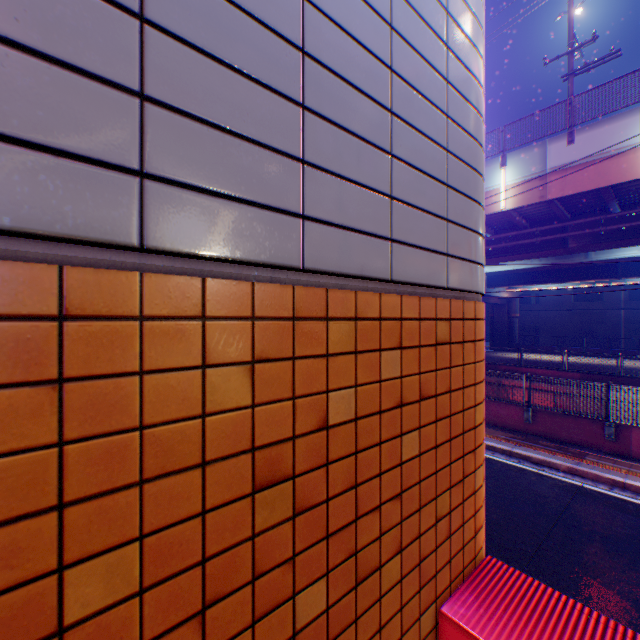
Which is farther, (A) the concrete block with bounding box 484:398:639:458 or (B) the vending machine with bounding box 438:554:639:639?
(A) the concrete block with bounding box 484:398:639:458

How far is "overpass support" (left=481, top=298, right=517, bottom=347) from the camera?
41.66m

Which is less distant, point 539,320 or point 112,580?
point 112,580

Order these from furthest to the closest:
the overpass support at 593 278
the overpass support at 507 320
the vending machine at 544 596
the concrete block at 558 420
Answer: the overpass support at 507 320 → the overpass support at 593 278 → the concrete block at 558 420 → the vending machine at 544 596

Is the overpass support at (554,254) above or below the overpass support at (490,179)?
below

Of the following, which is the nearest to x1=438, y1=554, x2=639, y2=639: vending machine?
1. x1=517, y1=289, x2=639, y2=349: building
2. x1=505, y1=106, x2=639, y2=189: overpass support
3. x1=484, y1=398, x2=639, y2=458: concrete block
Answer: x1=484, y1=398, x2=639, y2=458: concrete block

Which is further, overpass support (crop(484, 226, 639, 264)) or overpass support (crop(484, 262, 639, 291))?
overpass support (crop(484, 262, 639, 291))
